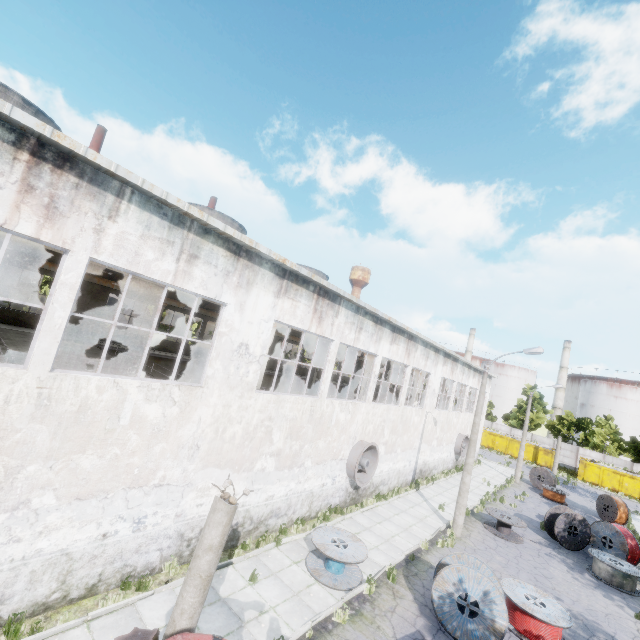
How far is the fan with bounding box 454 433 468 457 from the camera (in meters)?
29.23

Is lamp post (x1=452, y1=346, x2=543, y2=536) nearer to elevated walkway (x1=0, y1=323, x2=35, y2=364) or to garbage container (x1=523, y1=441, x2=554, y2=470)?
elevated walkway (x1=0, y1=323, x2=35, y2=364)

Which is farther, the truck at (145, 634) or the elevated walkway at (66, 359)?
the elevated walkway at (66, 359)

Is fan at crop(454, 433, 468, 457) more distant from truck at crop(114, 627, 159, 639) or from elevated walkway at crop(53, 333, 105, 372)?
truck at crop(114, 627, 159, 639)

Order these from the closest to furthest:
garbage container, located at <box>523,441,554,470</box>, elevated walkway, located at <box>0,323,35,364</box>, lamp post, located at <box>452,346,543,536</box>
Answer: elevated walkway, located at <box>0,323,35,364</box> < lamp post, located at <box>452,346,543,536</box> < garbage container, located at <box>523,441,554,470</box>

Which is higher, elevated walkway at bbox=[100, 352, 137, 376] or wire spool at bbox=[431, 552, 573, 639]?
elevated walkway at bbox=[100, 352, 137, 376]

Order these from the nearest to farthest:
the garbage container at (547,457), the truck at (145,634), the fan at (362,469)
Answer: the truck at (145,634), the fan at (362,469), the garbage container at (547,457)

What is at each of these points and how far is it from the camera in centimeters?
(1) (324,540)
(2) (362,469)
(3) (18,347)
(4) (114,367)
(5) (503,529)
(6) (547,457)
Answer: (1) wire spool, 1138cm
(2) fan, 1698cm
(3) elevated walkway, 1339cm
(4) elevated walkway, 1430cm
(5) wire spool, 1806cm
(6) garbage container, 4369cm
